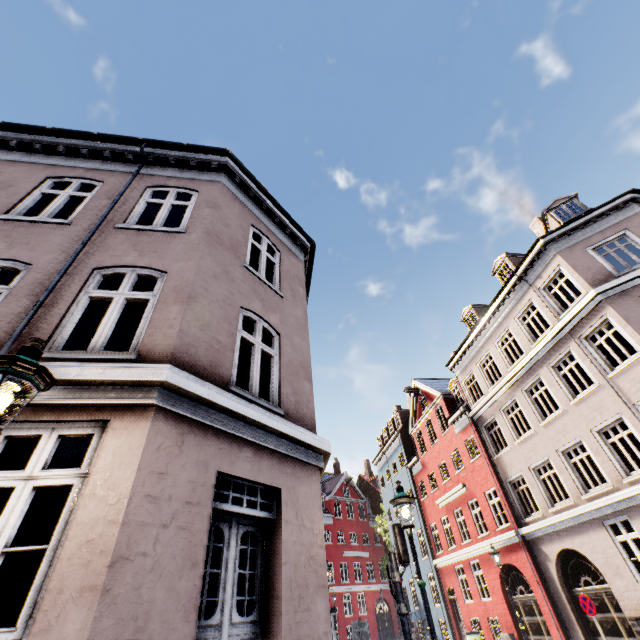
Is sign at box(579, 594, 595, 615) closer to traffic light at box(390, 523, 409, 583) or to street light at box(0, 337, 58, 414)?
traffic light at box(390, 523, 409, 583)

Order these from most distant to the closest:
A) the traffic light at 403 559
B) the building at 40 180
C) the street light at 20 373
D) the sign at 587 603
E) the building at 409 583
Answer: the building at 409 583 → the sign at 587 603 → the traffic light at 403 559 → the building at 40 180 → the street light at 20 373

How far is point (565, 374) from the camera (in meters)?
20.64

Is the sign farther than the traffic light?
Yes

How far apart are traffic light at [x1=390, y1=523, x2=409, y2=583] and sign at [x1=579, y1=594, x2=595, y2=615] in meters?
8.2 m

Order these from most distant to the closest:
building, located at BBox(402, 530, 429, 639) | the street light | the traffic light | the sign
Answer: building, located at BBox(402, 530, 429, 639) < the sign < the traffic light < the street light

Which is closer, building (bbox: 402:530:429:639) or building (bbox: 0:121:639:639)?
building (bbox: 0:121:639:639)

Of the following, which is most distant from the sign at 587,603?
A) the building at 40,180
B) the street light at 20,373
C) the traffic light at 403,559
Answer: the street light at 20,373
